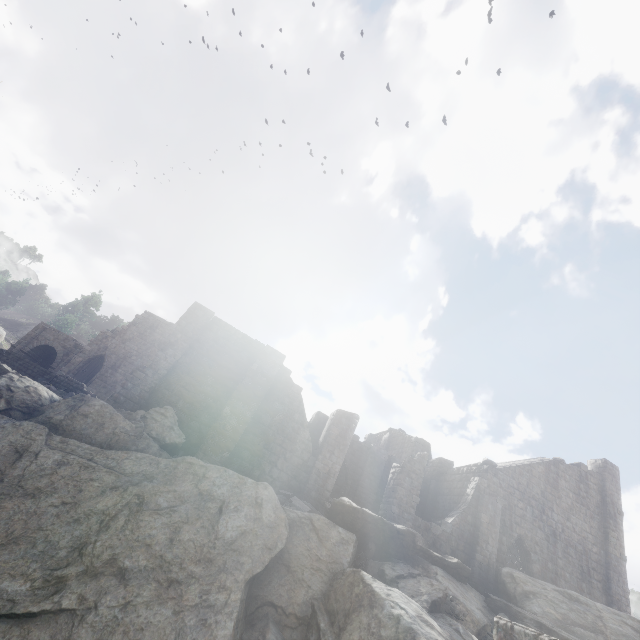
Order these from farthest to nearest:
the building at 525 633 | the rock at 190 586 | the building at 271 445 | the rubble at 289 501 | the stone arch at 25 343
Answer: the stone arch at 25 343
the building at 271 445
the rubble at 289 501
the rock at 190 586
the building at 525 633

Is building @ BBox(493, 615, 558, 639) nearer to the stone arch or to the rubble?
the rubble

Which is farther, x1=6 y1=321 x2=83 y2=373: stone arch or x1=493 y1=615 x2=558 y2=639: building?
x1=6 y1=321 x2=83 y2=373: stone arch

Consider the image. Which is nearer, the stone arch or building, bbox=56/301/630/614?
building, bbox=56/301/630/614

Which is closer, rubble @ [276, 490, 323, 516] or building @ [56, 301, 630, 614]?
rubble @ [276, 490, 323, 516]

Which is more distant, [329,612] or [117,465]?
[117,465]

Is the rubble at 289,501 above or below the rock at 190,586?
above

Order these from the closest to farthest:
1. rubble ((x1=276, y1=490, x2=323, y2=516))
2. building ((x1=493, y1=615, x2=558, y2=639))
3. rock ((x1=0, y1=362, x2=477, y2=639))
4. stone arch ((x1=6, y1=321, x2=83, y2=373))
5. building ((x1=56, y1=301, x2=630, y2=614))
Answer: building ((x1=493, y1=615, x2=558, y2=639))
rock ((x1=0, y1=362, x2=477, y2=639))
rubble ((x1=276, y1=490, x2=323, y2=516))
building ((x1=56, y1=301, x2=630, y2=614))
stone arch ((x1=6, y1=321, x2=83, y2=373))
